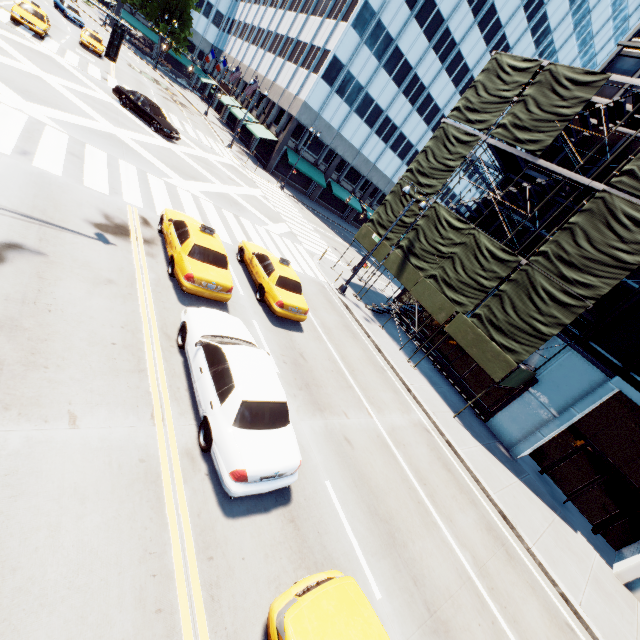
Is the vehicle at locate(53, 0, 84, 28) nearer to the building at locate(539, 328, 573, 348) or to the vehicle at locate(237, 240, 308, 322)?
the vehicle at locate(237, 240, 308, 322)

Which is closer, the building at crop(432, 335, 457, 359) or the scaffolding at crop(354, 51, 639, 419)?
the scaffolding at crop(354, 51, 639, 419)

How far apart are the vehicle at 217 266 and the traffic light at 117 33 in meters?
4.3 m

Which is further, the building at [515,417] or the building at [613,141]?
the building at [613,141]

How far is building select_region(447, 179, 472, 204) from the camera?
56.97m

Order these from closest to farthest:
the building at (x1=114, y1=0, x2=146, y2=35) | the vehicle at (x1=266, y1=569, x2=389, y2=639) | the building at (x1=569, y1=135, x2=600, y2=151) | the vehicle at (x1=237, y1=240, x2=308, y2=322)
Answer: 1. the vehicle at (x1=266, y1=569, x2=389, y2=639)
2. the vehicle at (x1=237, y1=240, x2=308, y2=322)
3. the building at (x1=569, y1=135, x2=600, y2=151)
4. the building at (x1=114, y1=0, x2=146, y2=35)

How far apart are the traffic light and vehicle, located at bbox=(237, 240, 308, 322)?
7.07m

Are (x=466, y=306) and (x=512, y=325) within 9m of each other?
yes
